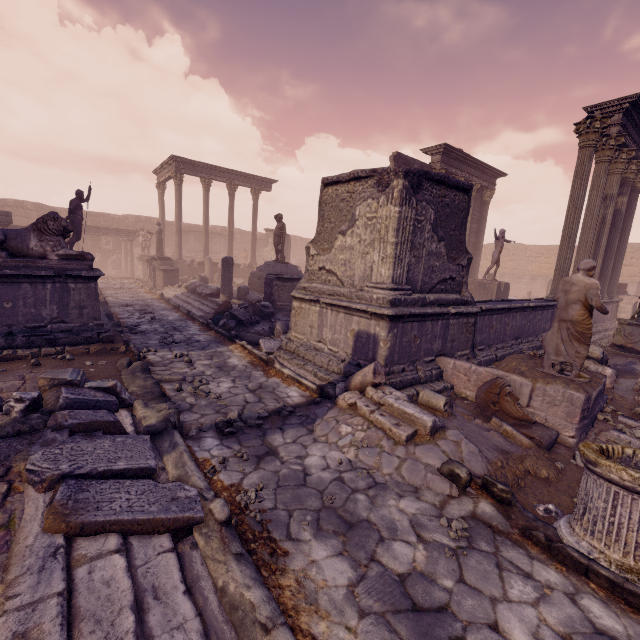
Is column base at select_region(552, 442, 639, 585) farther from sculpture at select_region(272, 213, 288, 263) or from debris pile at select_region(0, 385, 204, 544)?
sculpture at select_region(272, 213, 288, 263)

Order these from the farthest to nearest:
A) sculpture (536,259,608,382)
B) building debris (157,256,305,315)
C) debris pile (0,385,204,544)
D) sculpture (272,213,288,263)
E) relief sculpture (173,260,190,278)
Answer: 1. relief sculpture (173,260,190,278)
2. sculpture (272,213,288,263)
3. building debris (157,256,305,315)
4. sculpture (536,259,608,382)
5. debris pile (0,385,204,544)

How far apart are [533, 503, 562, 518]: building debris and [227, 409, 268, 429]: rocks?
3.3 meters

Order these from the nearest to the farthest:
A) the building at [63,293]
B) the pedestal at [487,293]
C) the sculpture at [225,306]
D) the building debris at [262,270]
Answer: the building at [63,293], the sculpture at [225,306], the building debris at [262,270], the pedestal at [487,293]

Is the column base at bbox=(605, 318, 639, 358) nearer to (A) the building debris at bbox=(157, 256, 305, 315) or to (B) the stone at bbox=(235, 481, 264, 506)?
(A) the building debris at bbox=(157, 256, 305, 315)

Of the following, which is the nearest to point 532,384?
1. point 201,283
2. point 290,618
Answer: point 290,618

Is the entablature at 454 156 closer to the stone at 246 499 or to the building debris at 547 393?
the building debris at 547 393

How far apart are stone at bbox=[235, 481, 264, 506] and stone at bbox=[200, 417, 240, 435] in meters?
1.1
